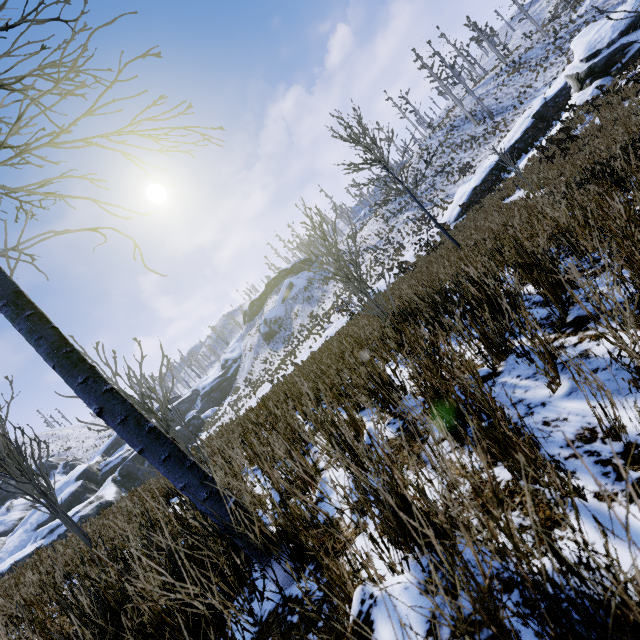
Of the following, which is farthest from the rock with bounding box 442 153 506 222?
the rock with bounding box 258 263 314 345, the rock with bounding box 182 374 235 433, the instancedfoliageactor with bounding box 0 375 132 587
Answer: the rock with bounding box 182 374 235 433

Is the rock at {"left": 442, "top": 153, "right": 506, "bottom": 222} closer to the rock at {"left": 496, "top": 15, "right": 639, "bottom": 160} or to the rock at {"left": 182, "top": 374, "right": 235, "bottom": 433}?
the rock at {"left": 496, "top": 15, "right": 639, "bottom": 160}

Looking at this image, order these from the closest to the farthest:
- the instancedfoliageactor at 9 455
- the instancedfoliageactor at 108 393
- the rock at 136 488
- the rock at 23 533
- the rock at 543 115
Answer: the instancedfoliageactor at 108 393 < the instancedfoliageactor at 9 455 < the rock at 23 533 < the rock at 136 488 < the rock at 543 115

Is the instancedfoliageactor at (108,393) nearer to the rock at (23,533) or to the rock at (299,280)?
the rock at (23,533)

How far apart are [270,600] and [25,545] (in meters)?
47.68

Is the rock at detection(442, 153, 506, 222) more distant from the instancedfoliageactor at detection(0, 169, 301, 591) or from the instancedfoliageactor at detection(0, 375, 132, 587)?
the instancedfoliageactor at detection(0, 375, 132, 587)

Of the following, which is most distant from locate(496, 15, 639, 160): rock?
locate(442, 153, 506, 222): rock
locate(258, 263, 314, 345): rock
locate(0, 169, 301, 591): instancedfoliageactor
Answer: locate(258, 263, 314, 345): rock
